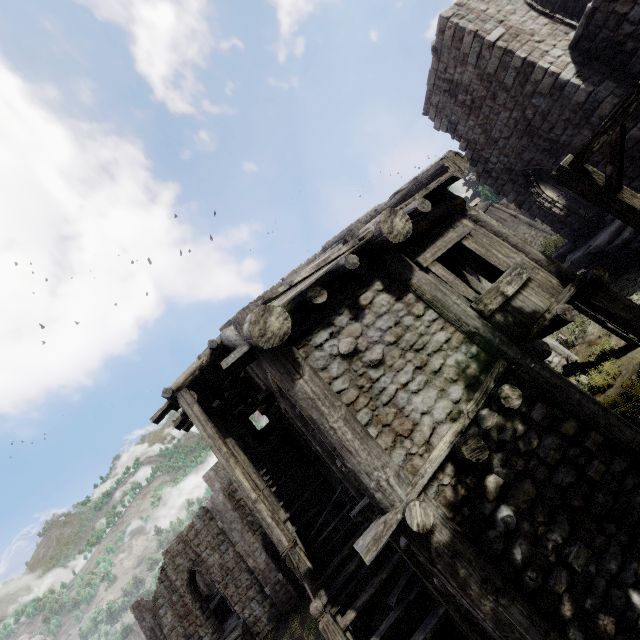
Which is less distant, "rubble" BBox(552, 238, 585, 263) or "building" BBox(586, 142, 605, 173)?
"building" BBox(586, 142, 605, 173)

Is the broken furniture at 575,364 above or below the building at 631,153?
below

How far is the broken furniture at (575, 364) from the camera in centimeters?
908cm

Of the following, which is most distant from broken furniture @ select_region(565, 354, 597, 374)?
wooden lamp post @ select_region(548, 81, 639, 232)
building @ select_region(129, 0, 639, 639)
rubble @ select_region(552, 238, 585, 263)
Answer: rubble @ select_region(552, 238, 585, 263)

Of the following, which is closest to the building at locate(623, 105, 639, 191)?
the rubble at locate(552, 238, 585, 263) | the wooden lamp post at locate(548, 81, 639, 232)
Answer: the rubble at locate(552, 238, 585, 263)

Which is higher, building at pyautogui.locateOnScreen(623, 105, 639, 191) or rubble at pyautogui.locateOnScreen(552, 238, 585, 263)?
building at pyautogui.locateOnScreen(623, 105, 639, 191)

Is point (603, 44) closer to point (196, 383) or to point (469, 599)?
point (469, 599)
